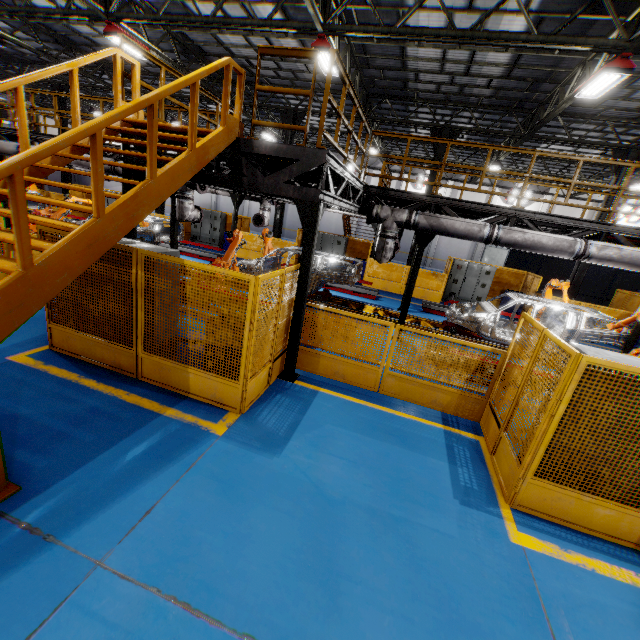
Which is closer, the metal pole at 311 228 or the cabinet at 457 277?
the metal pole at 311 228

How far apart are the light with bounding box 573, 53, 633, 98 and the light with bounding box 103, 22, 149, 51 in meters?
14.6 m

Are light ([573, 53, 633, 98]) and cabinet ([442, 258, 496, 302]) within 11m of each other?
yes

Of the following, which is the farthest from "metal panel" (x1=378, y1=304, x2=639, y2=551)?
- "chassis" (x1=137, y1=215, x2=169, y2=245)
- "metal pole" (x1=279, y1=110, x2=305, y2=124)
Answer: "chassis" (x1=137, y1=215, x2=169, y2=245)

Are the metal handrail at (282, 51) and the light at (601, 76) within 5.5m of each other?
no

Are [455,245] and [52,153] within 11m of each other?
no

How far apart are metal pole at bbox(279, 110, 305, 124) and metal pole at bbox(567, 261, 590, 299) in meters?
14.1

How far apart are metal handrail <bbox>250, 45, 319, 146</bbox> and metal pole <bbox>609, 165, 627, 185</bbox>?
15.71m
